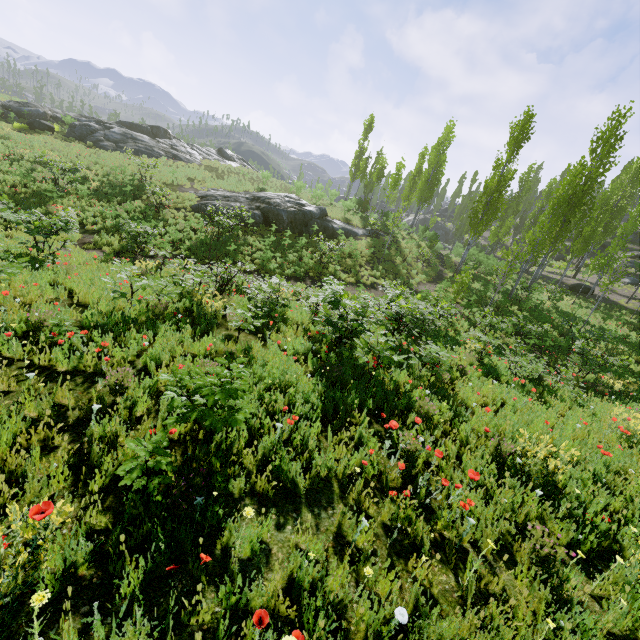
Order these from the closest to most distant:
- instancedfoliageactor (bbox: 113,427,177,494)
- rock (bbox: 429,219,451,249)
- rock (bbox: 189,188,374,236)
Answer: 1. instancedfoliageactor (bbox: 113,427,177,494)
2. rock (bbox: 189,188,374,236)
3. rock (bbox: 429,219,451,249)

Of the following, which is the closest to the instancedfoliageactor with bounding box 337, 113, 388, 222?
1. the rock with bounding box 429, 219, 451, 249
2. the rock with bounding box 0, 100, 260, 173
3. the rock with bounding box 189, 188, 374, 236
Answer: the rock with bounding box 429, 219, 451, 249

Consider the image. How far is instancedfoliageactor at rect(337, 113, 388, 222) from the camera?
30.0 meters

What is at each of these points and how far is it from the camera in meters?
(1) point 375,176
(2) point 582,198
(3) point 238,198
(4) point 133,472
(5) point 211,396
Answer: (1) instancedfoliageactor, 36.7 m
(2) instancedfoliageactor, 21.6 m
(3) rock, 23.5 m
(4) instancedfoliageactor, 3.0 m
(5) instancedfoliageactor, 3.4 m

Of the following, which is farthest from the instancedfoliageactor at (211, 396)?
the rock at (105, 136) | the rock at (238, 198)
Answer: the rock at (105, 136)

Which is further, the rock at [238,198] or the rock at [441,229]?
the rock at [441,229]

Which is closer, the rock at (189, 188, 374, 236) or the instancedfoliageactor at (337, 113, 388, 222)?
the rock at (189, 188, 374, 236)
